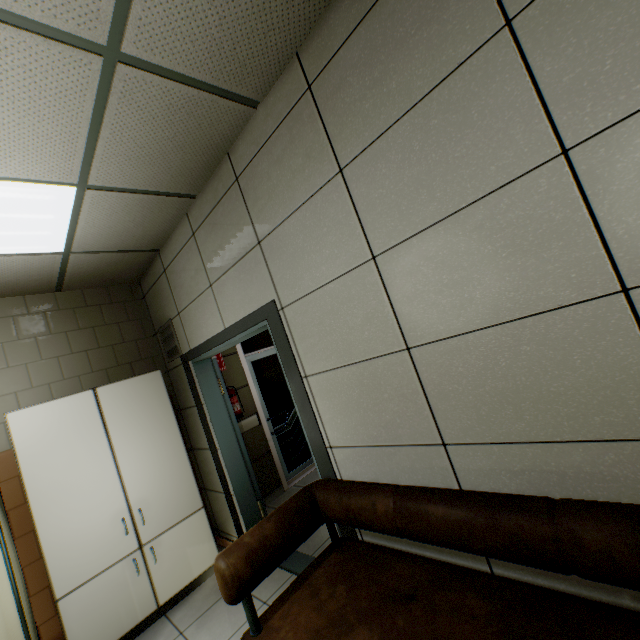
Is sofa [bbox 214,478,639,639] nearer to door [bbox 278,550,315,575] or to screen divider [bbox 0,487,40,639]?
door [bbox 278,550,315,575]

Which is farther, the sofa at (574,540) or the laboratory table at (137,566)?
the laboratory table at (137,566)

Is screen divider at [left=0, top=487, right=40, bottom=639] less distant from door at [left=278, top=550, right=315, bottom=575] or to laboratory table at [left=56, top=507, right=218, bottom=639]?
laboratory table at [left=56, top=507, right=218, bottom=639]

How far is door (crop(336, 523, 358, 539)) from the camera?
2.1 meters

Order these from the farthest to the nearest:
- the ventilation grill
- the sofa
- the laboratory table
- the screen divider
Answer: the ventilation grill → the laboratory table → the screen divider → the sofa

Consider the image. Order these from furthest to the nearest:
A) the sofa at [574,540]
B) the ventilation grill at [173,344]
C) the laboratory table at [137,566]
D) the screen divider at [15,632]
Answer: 1. the ventilation grill at [173,344]
2. the laboratory table at [137,566]
3. the screen divider at [15,632]
4. the sofa at [574,540]

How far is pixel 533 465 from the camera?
1.29m

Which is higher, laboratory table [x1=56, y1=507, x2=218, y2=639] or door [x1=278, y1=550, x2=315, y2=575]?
laboratory table [x1=56, y1=507, x2=218, y2=639]
